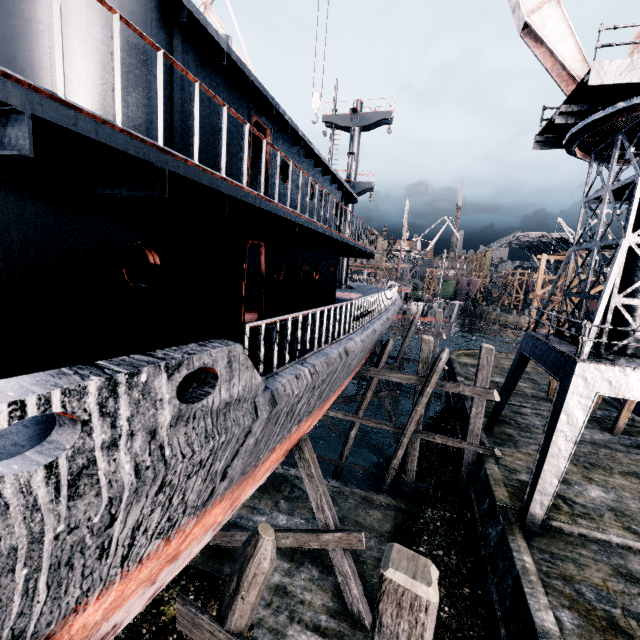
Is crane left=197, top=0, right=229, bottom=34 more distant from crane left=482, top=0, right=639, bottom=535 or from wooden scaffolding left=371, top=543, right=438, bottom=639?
wooden scaffolding left=371, top=543, right=438, bottom=639

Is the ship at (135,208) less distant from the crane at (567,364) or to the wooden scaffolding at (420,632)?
the wooden scaffolding at (420,632)

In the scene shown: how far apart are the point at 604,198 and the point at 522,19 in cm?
737

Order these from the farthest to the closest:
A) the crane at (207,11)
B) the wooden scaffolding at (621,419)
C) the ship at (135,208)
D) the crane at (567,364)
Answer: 1. the crane at (207,11)
2. the wooden scaffolding at (621,419)
3. the crane at (567,364)
4. the ship at (135,208)

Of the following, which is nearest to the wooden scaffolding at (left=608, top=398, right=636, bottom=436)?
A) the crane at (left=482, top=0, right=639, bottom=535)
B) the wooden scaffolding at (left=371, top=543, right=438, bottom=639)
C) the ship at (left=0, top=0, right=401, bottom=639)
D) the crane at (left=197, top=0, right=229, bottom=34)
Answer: the crane at (left=482, top=0, right=639, bottom=535)

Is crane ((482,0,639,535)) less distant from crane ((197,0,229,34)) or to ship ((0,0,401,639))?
ship ((0,0,401,639))

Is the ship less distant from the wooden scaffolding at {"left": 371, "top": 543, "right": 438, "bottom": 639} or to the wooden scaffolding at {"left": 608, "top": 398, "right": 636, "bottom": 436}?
the wooden scaffolding at {"left": 371, "top": 543, "right": 438, "bottom": 639}
